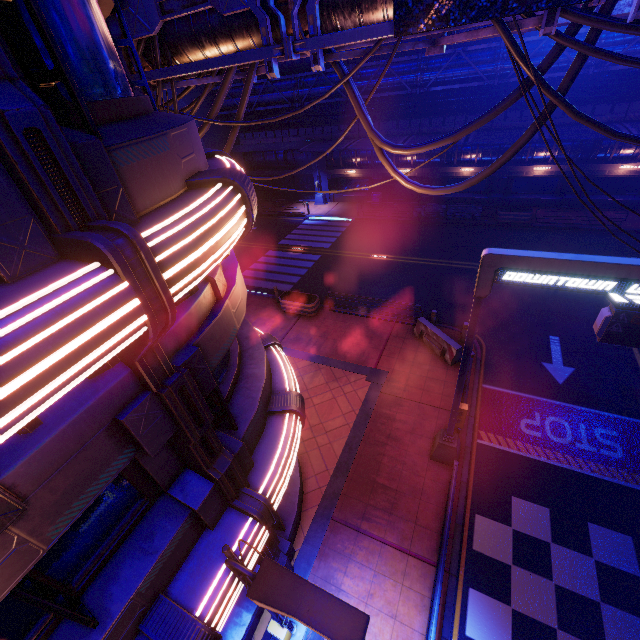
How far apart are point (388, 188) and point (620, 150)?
16.2m

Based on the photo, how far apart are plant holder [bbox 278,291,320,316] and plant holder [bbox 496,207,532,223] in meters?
15.9 m

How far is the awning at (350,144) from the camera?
24.2m

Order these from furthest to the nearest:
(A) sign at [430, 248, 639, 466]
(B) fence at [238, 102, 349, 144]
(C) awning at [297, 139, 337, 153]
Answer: (B) fence at [238, 102, 349, 144]
(C) awning at [297, 139, 337, 153]
(A) sign at [430, 248, 639, 466]

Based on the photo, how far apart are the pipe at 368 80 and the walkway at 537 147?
2.8 meters

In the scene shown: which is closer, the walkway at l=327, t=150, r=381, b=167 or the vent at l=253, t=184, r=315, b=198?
the walkway at l=327, t=150, r=381, b=167

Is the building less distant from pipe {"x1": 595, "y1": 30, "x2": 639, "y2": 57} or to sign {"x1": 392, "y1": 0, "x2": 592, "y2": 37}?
pipe {"x1": 595, "y1": 30, "x2": 639, "y2": 57}

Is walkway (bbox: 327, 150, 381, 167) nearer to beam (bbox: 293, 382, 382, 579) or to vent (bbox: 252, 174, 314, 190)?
vent (bbox: 252, 174, 314, 190)
